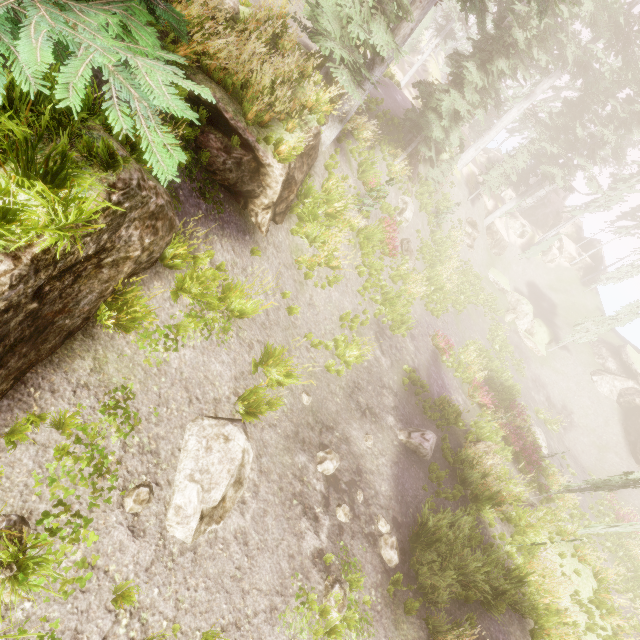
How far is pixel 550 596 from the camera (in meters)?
10.00

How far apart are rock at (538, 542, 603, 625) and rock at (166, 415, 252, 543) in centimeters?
1227cm

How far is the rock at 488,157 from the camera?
49.6m

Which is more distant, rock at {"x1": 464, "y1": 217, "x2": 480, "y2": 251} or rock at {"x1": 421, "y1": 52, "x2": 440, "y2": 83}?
rock at {"x1": 421, "y1": 52, "x2": 440, "y2": 83}

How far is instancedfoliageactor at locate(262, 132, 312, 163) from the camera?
7.6 meters

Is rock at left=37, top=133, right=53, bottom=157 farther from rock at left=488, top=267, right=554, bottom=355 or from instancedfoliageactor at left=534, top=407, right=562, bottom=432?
rock at left=488, top=267, right=554, bottom=355

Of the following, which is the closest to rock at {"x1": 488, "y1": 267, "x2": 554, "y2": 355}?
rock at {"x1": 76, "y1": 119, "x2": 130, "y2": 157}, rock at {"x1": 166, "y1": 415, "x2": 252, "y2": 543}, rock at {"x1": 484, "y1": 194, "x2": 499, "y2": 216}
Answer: rock at {"x1": 484, "y1": 194, "x2": 499, "y2": 216}

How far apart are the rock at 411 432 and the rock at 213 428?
6.5m
